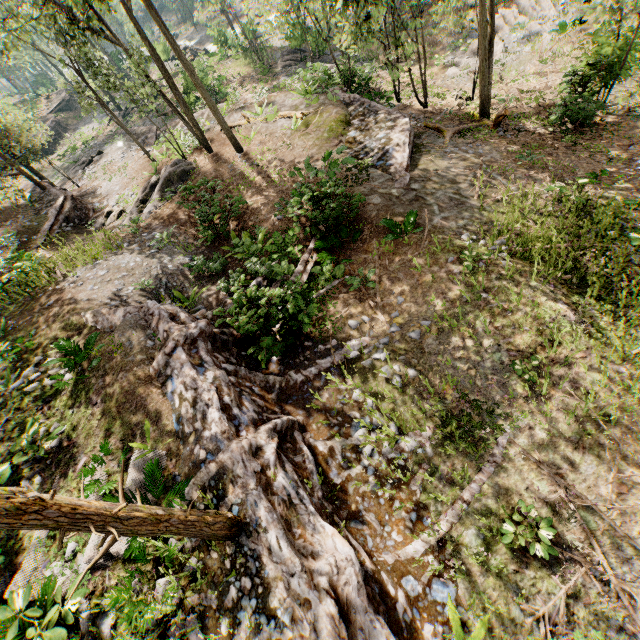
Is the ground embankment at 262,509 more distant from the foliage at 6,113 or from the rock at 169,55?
the rock at 169,55

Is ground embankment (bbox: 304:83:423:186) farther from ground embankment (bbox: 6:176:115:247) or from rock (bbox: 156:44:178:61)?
rock (bbox: 156:44:178:61)

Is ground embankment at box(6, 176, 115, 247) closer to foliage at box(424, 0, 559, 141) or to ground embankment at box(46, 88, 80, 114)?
foliage at box(424, 0, 559, 141)

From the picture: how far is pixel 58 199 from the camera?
18.9m

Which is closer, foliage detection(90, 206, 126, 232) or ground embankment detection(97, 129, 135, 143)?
foliage detection(90, 206, 126, 232)

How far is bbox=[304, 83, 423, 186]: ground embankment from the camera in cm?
1317

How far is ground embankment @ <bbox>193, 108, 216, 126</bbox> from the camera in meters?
20.9 m

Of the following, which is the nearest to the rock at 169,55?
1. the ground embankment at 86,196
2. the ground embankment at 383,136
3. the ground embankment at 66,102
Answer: the ground embankment at 66,102
